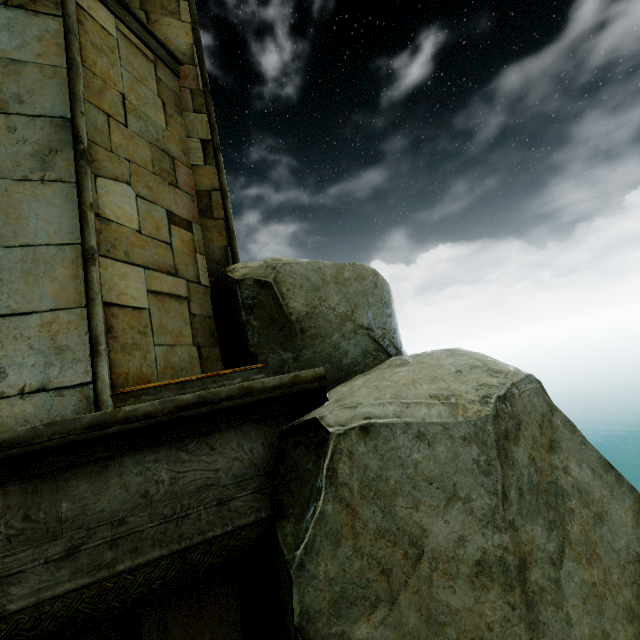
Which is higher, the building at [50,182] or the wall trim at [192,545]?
the building at [50,182]

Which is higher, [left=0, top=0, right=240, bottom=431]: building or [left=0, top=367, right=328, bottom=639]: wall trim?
[left=0, top=0, right=240, bottom=431]: building

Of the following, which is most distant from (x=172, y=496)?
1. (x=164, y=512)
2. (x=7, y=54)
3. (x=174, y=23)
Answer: (x=174, y=23)
